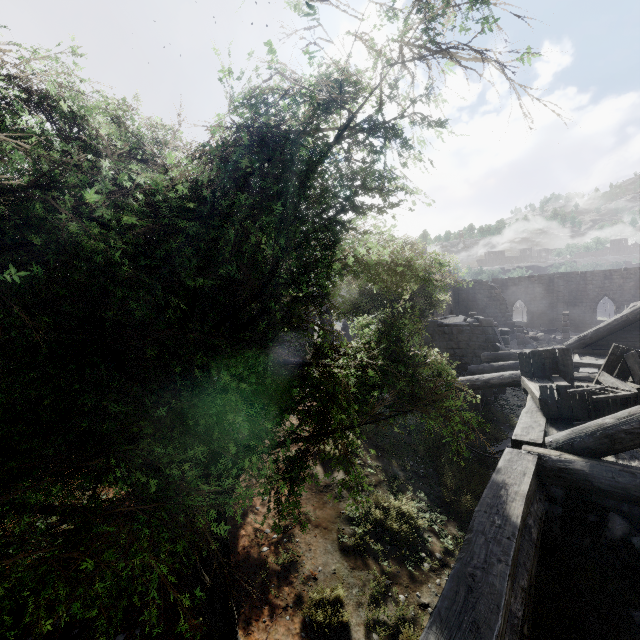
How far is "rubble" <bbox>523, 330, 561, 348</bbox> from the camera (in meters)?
30.31

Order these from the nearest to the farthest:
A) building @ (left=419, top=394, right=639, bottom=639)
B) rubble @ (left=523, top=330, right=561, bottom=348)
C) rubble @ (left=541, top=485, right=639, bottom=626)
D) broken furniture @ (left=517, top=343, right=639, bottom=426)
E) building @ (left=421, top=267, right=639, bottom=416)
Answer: building @ (left=419, top=394, right=639, bottom=639) → broken furniture @ (left=517, top=343, right=639, bottom=426) → rubble @ (left=541, top=485, right=639, bottom=626) → building @ (left=421, top=267, right=639, bottom=416) → rubble @ (left=523, top=330, right=561, bottom=348)

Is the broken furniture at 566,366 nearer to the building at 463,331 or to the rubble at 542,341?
the building at 463,331

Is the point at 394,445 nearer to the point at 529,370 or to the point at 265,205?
the point at 529,370

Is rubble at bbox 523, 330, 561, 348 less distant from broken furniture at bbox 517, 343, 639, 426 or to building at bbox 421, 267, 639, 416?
building at bbox 421, 267, 639, 416

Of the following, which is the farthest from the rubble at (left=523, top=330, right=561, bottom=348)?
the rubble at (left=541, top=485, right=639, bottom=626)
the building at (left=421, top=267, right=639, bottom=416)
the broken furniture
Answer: the broken furniture

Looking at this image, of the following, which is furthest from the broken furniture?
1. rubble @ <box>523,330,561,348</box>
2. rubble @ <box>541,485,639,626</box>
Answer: rubble @ <box>523,330,561,348</box>
